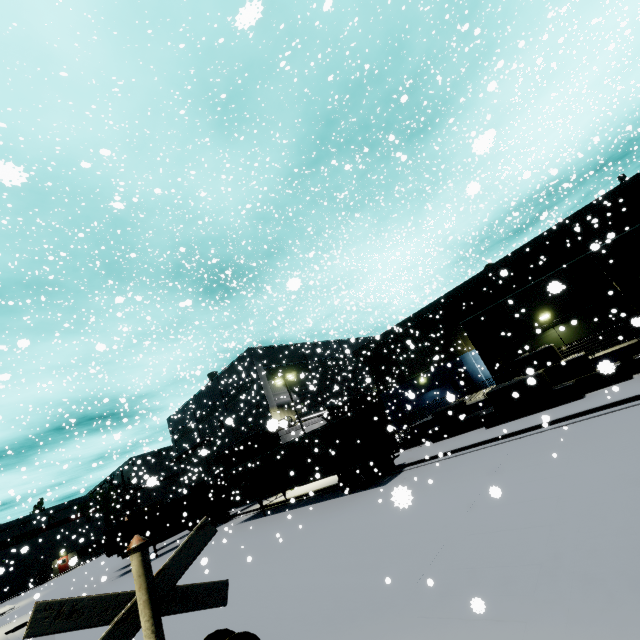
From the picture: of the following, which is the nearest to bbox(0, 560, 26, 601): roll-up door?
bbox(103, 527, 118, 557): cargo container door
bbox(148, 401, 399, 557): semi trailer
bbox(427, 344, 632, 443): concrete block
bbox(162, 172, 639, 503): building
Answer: bbox(162, 172, 639, 503): building

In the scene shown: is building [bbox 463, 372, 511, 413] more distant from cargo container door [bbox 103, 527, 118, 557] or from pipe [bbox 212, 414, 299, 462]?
cargo container door [bbox 103, 527, 118, 557]

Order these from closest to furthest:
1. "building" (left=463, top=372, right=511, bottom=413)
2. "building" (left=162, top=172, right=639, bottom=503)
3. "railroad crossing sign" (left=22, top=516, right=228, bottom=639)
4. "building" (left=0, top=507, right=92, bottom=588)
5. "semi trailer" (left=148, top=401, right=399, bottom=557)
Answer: "railroad crossing sign" (left=22, top=516, right=228, bottom=639), "building" (left=162, top=172, right=639, bottom=503), "semi trailer" (left=148, top=401, right=399, bottom=557), "building" (left=463, top=372, right=511, bottom=413), "building" (left=0, top=507, right=92, bottom=588)

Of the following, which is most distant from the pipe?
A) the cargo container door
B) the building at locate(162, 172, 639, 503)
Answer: the cargo container door

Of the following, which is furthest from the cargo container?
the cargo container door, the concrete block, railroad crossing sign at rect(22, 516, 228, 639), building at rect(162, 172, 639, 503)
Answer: railroad crossing sign at rect(22, 516, 228, 639)

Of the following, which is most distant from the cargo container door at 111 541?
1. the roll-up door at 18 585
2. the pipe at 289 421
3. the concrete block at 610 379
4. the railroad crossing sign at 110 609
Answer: the railroad crossing sign at 110 609

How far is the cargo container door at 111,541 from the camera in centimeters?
2533cm

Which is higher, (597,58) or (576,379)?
(597,58)
